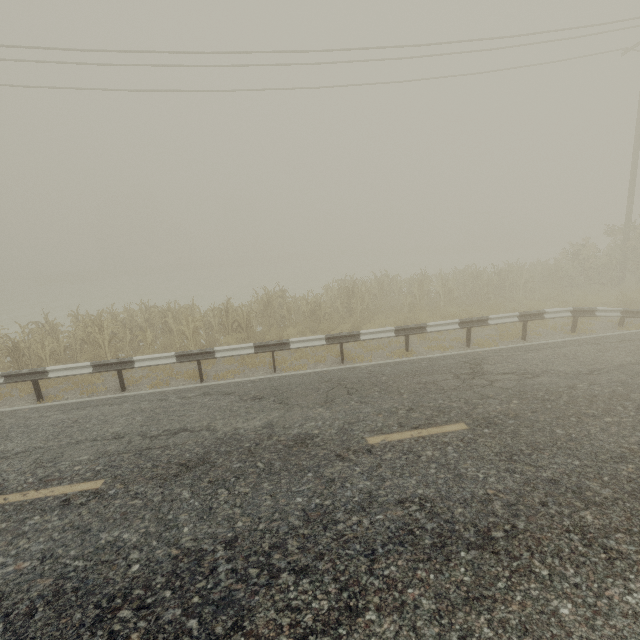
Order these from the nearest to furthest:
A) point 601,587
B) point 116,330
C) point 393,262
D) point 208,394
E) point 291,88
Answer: point 601,587, point 208,394, point 116,330, point 291,88, point 393,262

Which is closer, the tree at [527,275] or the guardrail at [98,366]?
the guardrail at [98,366]

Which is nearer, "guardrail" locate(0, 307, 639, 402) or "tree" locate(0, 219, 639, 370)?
"guardrail" locate(0, 307, 639, 402)
